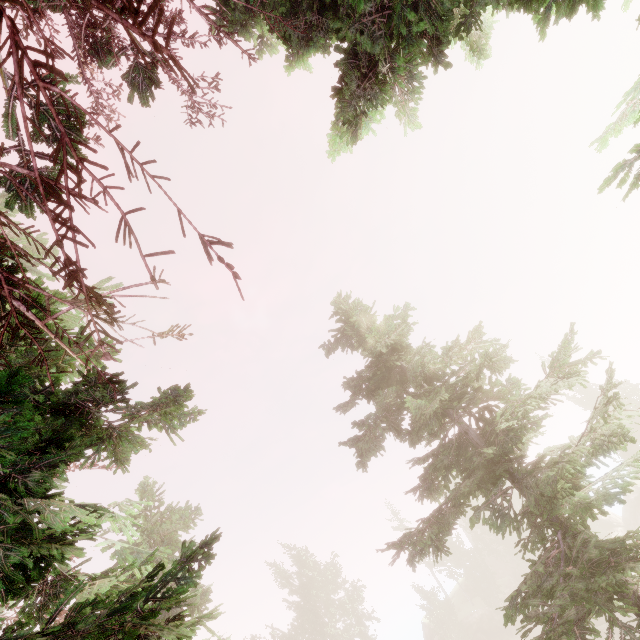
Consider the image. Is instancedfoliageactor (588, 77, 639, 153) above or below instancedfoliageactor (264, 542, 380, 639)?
below

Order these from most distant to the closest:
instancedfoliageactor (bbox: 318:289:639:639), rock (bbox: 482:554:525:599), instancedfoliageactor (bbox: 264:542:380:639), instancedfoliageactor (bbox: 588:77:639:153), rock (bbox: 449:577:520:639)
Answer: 1. rock (bbox: 482:554:525:599)
2. rock (bbox: 449:577:520:639)
3. instancedfoliageactor (bbox: 264:542:380:639)
4. instancedfoliageactor (bbox: 318:289:639:639)
5. instancedfoliageactor (bbox: 588:77:639:153)

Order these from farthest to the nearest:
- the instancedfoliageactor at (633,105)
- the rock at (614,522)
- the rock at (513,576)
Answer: the rock at (513,576)
the rock at (614,522)
the instancedfoliageactor at (633,105)

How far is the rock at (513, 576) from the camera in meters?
43.8 m

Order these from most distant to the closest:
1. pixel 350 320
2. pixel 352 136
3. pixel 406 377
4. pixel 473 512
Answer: pixel 473 512
pixel 350 320
pixel 406 377
pixel 352 136

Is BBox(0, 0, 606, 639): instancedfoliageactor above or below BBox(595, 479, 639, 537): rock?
above

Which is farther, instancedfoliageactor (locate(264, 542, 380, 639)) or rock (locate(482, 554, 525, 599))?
rock (locate(482, 554, 525, 599))
